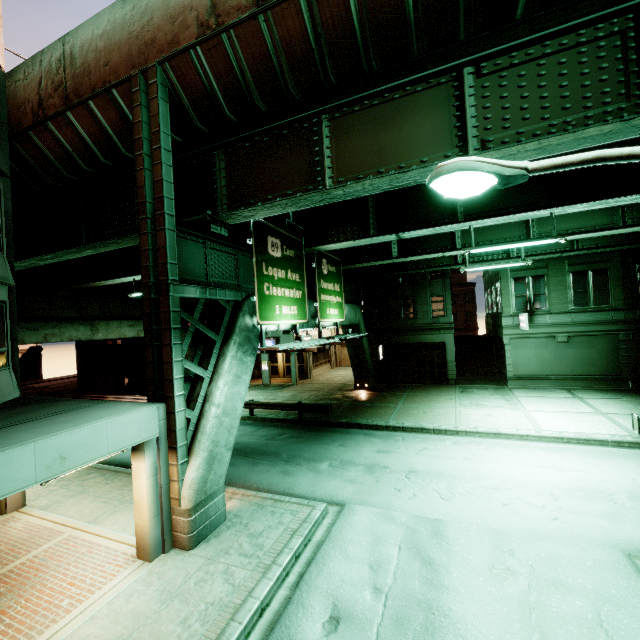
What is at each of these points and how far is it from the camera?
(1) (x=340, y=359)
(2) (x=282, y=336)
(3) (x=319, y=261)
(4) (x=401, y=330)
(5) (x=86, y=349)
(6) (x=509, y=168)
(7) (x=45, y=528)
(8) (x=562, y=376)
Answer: (1) building, 40.97m
(2) building, 31.17m
(3) sign, 16.31m
(4) building, 27.52m
(5) building, 31.67m
(6) street light, 4.29m
(7) building, 9.58m
(8) building, 22.42m

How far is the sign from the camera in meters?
11.1

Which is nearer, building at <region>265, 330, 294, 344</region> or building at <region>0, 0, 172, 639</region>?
building at <region>0, 0, 172, 639</region>

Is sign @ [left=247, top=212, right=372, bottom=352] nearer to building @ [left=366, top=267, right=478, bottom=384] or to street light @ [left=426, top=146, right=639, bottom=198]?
street light @ [left=426, top=146, right=639, bottom=198]

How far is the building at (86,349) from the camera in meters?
29.7

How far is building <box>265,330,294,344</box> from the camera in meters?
30.6 m

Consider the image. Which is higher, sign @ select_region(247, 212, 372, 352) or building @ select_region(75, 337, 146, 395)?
sign @ select_region(247, 212, 372, 352)

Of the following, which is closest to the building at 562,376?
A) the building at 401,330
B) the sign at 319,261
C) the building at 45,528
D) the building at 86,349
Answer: the building at 401,330
